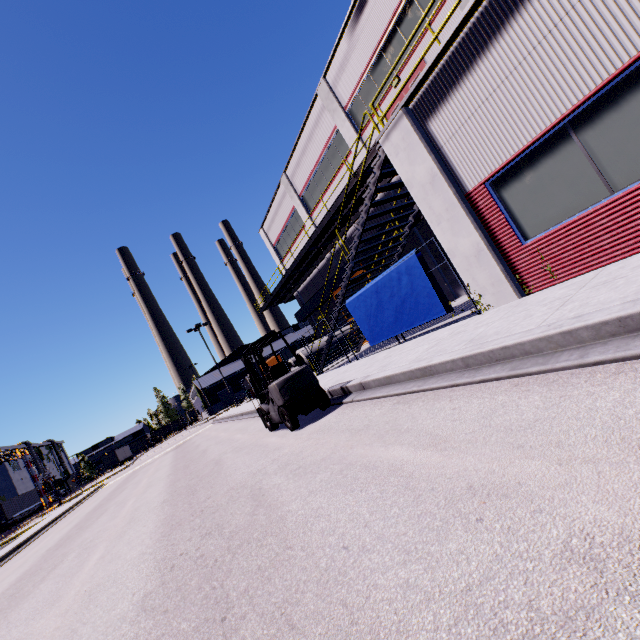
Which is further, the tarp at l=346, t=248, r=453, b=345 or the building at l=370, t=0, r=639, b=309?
the tarp at l=346, t=248, r=453, b=345

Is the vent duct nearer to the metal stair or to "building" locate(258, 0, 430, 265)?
"building" locate(258, 0, 430, 265)

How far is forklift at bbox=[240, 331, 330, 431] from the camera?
7.1m

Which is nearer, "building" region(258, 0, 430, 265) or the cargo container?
"building" region(258, 0, 430, 265)

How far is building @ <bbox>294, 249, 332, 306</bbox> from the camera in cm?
2647

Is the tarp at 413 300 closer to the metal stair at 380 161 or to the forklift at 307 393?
the metal stair at 380 161

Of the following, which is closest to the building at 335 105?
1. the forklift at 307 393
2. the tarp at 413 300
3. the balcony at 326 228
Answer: the balcony at 326 228

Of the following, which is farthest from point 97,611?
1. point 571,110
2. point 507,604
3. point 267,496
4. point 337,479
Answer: point 571,110
